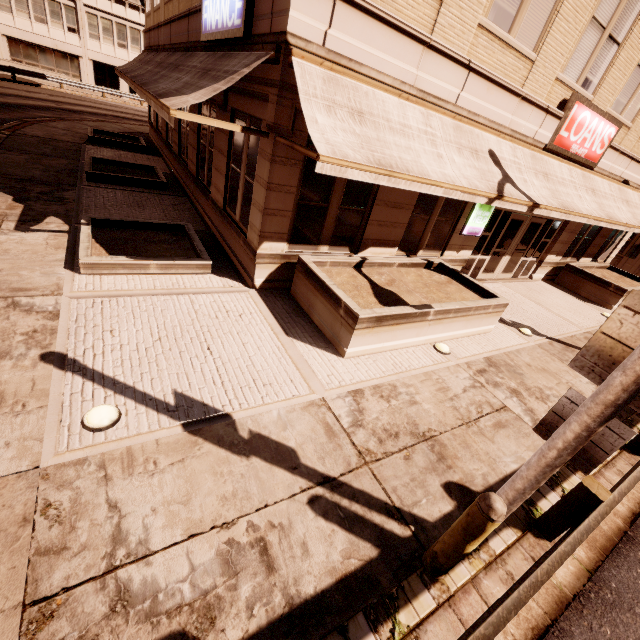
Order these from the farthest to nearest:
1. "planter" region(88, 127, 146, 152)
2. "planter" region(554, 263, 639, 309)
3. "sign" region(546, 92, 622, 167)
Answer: "planter" region(88, 127, 146, 152) < "planter" region(554, 263, 639, 309) < "sign" region(546, 92, 622, 167)

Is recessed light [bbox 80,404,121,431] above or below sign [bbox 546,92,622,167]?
below

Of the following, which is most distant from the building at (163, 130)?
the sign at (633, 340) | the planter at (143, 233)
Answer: the sign at (633, 340)

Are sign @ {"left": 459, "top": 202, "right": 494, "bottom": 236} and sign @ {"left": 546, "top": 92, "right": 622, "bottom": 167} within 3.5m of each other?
yes

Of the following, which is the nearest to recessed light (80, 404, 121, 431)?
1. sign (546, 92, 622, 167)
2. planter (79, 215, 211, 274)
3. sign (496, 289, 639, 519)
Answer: planter (79, 215, 211, 274)

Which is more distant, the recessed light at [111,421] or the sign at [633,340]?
the recessed light at [111,421]

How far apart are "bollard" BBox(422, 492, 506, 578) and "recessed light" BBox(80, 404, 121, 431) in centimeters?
387cm

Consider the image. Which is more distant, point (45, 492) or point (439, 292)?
point (439, 292)
